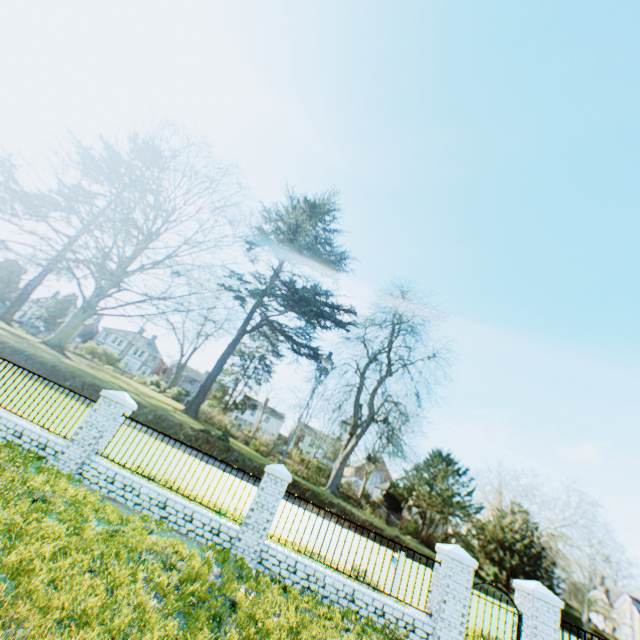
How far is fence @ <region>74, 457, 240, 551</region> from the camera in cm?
872

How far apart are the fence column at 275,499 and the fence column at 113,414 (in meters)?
4.74

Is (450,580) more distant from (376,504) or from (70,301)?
(70,301)

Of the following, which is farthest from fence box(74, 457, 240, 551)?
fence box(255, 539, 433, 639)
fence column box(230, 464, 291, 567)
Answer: fence box(255, 539, 433, 639)

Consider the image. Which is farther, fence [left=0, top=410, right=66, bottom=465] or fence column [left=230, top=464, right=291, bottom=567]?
fence [left=0, top=410, right=66, bottom=465]

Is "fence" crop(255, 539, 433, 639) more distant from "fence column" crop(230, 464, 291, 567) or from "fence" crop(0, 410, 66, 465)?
"fence" crop(0, 410, 66, 465)

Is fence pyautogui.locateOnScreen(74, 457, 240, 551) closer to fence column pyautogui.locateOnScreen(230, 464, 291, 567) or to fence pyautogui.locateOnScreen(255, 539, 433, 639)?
fence column pyautogui.locateOnScreen(230, 464, 291, 567)

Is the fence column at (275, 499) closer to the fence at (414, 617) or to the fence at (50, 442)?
the fence at (414, 617)
